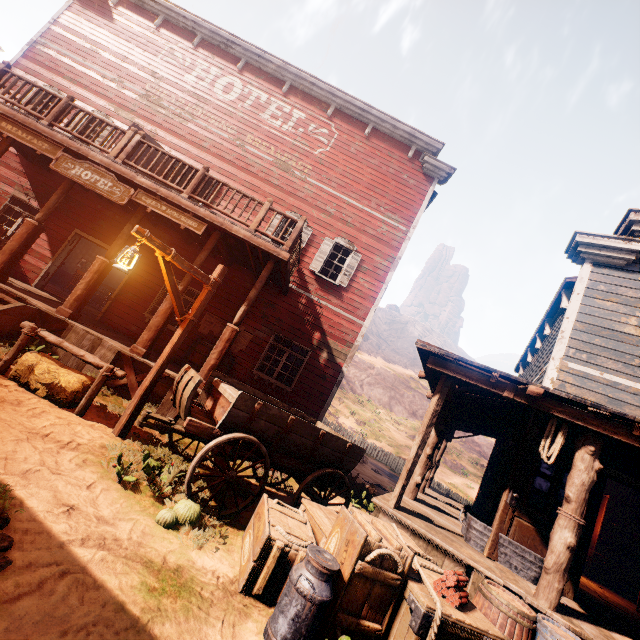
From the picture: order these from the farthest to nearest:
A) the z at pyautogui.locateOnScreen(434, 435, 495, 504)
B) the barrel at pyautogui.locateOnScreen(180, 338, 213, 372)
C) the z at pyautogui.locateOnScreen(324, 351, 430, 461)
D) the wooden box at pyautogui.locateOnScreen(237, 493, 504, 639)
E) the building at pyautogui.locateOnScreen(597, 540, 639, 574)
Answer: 1. the z at pyautogui.locateOnScreen(324, 351, 430, 461)
2. the z at pyautogui.locateOnScreen(434, 435, 495, 504)
3. the building at pyautogui.locateOnScreen(597, 540, 639, 574)
4. the barrel at pyautogui.locateOnScreen(180, 338, 213, 372)
5. the wooden box at pyautogui.locateOnScreen(237, 493, 504, 639)

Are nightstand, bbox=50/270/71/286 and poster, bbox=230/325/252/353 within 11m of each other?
no

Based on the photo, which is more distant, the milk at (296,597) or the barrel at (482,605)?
the barrel at (482,605)

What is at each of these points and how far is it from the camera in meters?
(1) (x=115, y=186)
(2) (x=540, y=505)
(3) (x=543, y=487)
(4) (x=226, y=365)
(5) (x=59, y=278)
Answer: (1) sign, 7.8
(2) building, 6.0
(3) building, 6.1
(4) barrel, 9.8
(5) nightstand, 17.8

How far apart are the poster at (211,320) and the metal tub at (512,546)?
7.3 meters

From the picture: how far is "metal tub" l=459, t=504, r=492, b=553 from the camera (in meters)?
5.46

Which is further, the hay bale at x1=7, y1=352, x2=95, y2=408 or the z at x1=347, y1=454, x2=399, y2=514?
the z at x1=347, y1=454, x2=399, y2=514

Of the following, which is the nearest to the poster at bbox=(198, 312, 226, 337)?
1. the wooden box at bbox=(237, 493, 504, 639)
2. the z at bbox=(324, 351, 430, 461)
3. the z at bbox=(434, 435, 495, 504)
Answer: the z at bbox=(324, 351, 430, 461)
